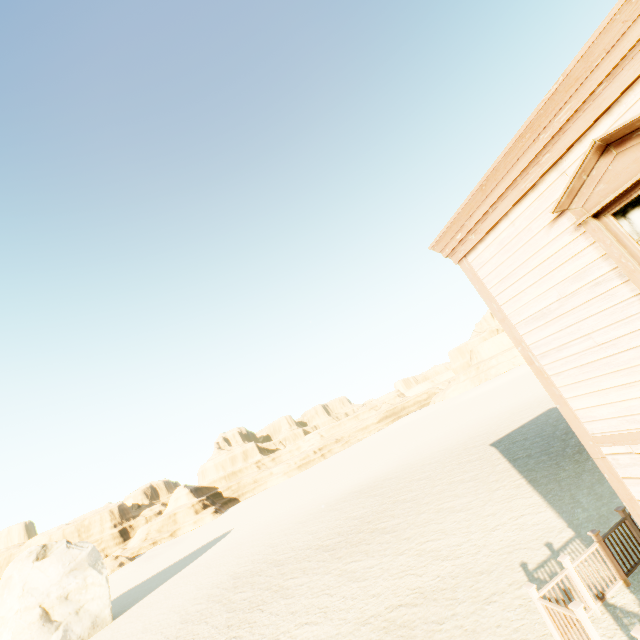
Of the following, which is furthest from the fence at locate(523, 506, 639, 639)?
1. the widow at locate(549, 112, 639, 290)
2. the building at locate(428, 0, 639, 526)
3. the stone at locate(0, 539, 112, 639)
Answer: the stone at locate(0, 539, 112, 639)

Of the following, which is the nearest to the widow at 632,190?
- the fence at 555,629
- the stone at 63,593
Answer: the fence at 555,629

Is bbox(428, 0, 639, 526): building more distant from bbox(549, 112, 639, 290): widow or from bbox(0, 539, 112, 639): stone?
bbox(0, 539, 112, 639): stone

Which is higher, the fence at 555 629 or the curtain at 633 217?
the curtain at 633 217

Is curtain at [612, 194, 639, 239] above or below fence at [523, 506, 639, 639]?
above

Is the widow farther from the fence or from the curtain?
the fence

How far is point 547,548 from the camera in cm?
878

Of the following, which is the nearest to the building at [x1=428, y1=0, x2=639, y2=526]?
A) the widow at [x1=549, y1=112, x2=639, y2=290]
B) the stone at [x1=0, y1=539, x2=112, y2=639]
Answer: the widow at [x1=549, y1=112, x2=639, y2=290]
